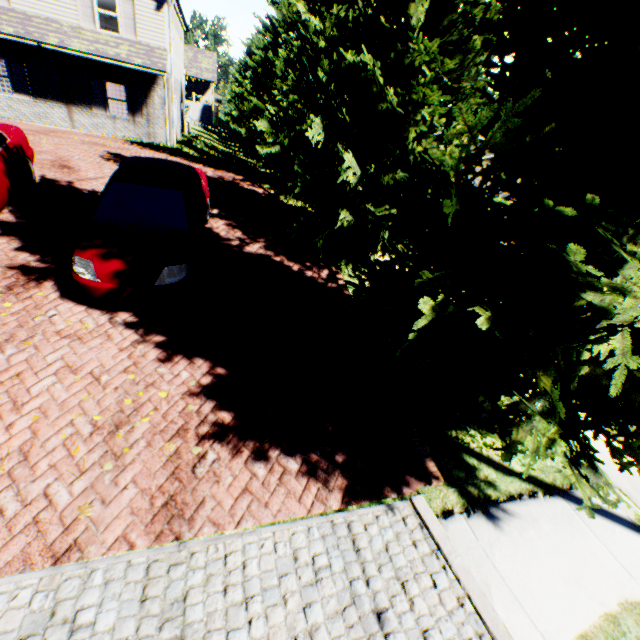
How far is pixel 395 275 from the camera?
4.09m

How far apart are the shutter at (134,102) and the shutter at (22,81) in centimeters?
424cm

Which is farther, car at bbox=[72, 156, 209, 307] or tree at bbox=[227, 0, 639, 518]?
car at bbox=[72, 156, 209, 307]

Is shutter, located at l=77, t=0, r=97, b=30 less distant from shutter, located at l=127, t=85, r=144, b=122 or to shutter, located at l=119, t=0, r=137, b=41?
shutter, located at l=119, t=0, r=137, b=41

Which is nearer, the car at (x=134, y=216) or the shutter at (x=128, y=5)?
the car at (x=134, y=216)

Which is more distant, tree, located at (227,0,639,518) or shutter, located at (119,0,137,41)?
shutter, located at (119,0,137,41)

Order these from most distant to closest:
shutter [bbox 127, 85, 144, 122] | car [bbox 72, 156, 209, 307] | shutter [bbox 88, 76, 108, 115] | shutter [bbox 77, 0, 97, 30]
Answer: shutter [bbox 127, 85, 144, 122] < shutter [bbox 88, 76, 108, 115] < shutter [bbox 77, 0, 97, 30] < car [bbox 72, 156, 209, 307]

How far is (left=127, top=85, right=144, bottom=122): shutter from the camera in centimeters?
1694cm
